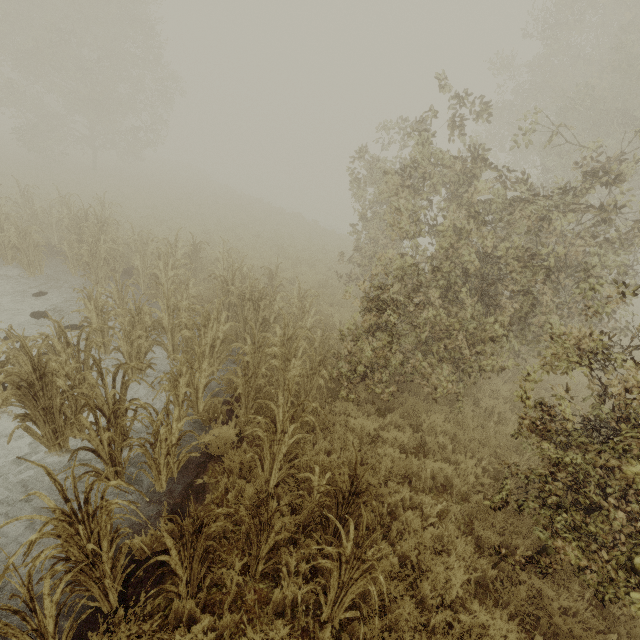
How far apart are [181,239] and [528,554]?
10.3 meters
